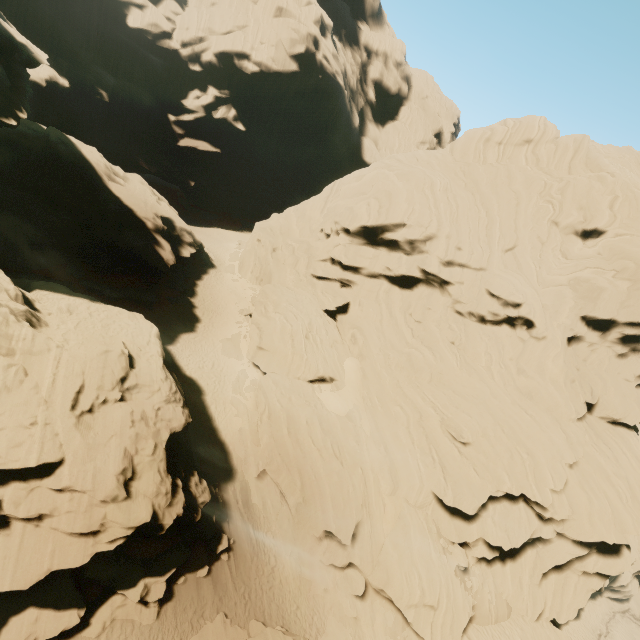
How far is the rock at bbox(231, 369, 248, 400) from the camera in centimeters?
2877cm

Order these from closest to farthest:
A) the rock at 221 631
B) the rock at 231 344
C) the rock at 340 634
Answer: the rock at 221 631
the rock at 340 634
the rock at 231 344

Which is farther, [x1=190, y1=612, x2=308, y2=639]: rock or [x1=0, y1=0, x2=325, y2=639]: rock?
[x1=190, y1=612, x2=308, y2=639]: rock

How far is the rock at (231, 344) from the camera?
31.6 meters

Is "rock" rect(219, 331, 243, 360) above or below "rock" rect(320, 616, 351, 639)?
above

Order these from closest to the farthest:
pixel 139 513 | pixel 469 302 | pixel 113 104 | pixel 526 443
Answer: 1. pixel 139 513
2. pixel 526 443
3. pixel 469 302
4. pixel 113 104
